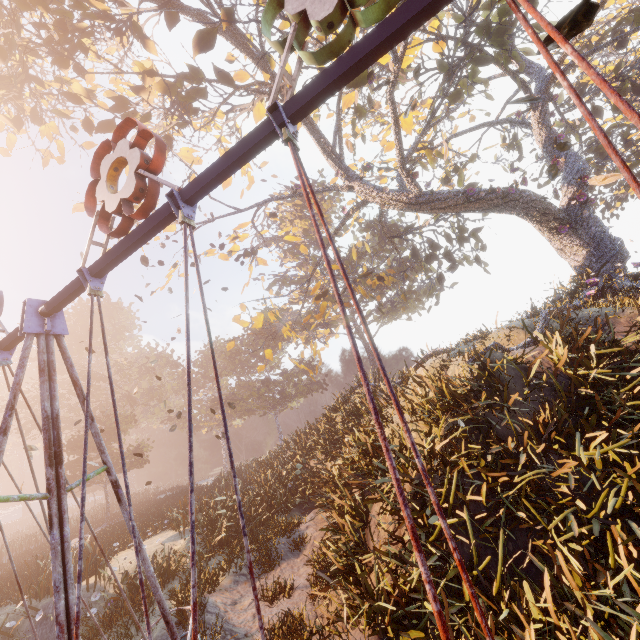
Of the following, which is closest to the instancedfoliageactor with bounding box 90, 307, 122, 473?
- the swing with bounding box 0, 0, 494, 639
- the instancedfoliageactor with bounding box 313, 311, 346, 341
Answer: the swing with bounding box 0, 0, 494, 639

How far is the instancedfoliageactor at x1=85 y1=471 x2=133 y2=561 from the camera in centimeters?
1485cm

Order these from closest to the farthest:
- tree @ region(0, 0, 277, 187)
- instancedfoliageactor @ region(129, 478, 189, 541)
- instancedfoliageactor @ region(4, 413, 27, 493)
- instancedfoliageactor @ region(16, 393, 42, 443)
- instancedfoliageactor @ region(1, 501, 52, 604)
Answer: tree @ region(0, 0, 277, 187), instancedfoliageactor @ region(1, 501, 52, 604), instancedfoliageactor @ region(129, 478, 189, 541), instancedfoliageactor @ region(16, 393, 42, 443), instancedfoliageactor @ region(4, 413, 27, 493)

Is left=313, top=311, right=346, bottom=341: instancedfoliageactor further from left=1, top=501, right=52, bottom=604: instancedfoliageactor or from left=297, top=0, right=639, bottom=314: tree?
left=1, top=501, right=52, bottom=604: instancedfoliageactor

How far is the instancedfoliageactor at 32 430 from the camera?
33.7 meters

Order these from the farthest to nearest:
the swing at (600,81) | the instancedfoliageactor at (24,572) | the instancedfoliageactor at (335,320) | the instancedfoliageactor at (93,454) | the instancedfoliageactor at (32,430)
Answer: the instancedfoliageactor at (335,320) < the instancedfoliageactor at (32,430) < the instancedfoliageactor at (93,454) < the instancedfoliageactor at (24,572) < the swing at (600,81)

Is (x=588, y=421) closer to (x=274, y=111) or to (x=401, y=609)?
(x=401, y=609)
